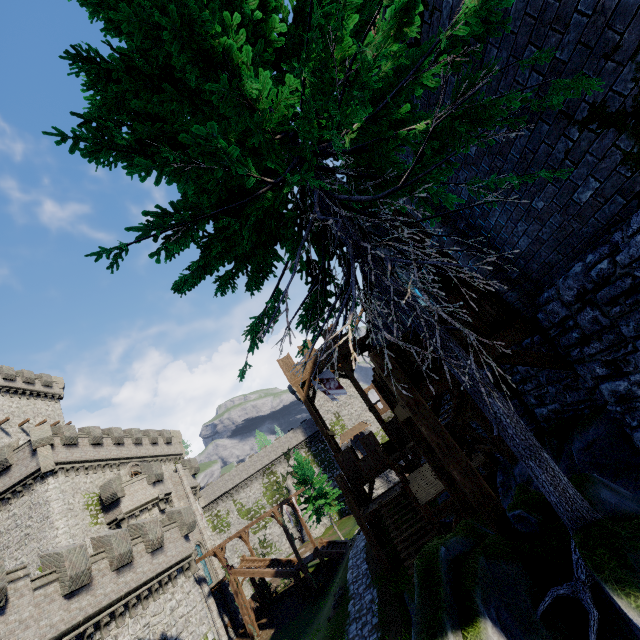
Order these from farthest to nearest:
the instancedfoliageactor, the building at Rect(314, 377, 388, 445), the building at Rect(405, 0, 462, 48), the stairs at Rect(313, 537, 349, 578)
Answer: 1. the building at Rect(314, 377, 388, 445)
2. the instancedfoliageactor
3. the stairs at Rect(313, 537, 349, 578)
4. the building at Rect(405, 0, 462, 48)

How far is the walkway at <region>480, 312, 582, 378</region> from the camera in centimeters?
593cm

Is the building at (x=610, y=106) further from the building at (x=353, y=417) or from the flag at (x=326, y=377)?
the building at (x=353, y=417)

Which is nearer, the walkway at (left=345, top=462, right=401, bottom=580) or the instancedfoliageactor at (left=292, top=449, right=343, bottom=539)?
the walkway at (left=345, top=462, right=401, bottom=580)

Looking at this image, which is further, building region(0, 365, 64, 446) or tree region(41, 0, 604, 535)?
building region(0, 365, 64, 446)

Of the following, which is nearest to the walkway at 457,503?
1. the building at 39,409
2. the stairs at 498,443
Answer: the stairs at 498,443

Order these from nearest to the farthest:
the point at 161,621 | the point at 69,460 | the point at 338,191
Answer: the point at 338,191, the point at 161,621, the point at 69,460

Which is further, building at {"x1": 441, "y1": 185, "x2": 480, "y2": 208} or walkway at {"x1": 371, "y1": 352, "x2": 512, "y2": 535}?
building at {"x1": 441, "y1": 185, "x2": 480, "y2": 208}
